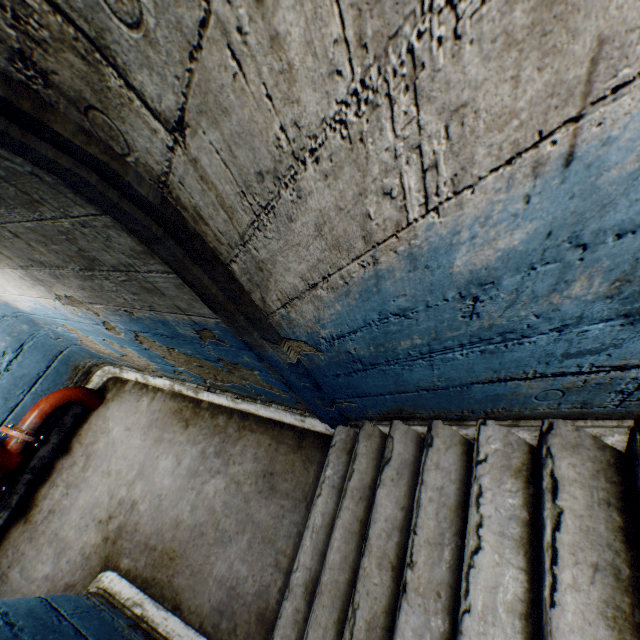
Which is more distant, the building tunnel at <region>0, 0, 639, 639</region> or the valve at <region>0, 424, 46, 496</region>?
the valve at <region>0, 424, 46, 496</region>

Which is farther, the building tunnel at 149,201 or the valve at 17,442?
the valve at 17,442

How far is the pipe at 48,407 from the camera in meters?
3.3 m

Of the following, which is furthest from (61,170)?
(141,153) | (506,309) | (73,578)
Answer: (73,578)

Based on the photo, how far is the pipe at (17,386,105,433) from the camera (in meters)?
3.31

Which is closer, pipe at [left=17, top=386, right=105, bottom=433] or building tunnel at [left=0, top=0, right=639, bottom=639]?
building tunnel at [left=0, top=0, right=639, bottom=639]
